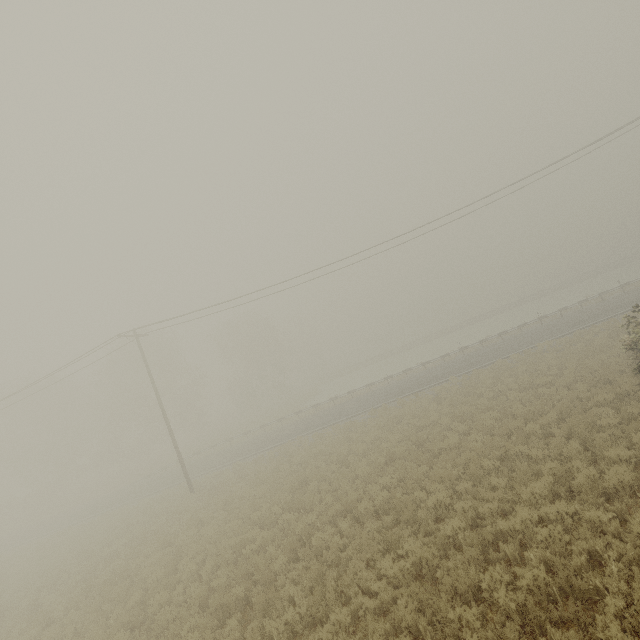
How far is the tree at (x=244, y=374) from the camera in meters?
49.5 m

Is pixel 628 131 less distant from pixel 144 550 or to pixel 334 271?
pixel 334 271

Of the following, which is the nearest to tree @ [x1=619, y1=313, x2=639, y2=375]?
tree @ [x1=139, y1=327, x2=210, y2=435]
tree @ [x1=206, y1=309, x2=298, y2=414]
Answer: tree @ [x1=206, y1=309, x2=298, y2=414]

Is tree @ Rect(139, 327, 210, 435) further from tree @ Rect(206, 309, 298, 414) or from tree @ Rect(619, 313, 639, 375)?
tree @ Rect(619, 313, 639, 375)

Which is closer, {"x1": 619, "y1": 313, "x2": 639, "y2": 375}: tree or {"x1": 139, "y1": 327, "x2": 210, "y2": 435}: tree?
{"x1": 619, "y1": 313, "x2": 639, "y2": 375}: tree

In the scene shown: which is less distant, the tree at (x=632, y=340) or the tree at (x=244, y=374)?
the tree at (x=632, y=340)

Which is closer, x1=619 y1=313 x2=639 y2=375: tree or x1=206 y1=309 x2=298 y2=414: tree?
x1=619 y1=313 x2=639 y2=375: tree
